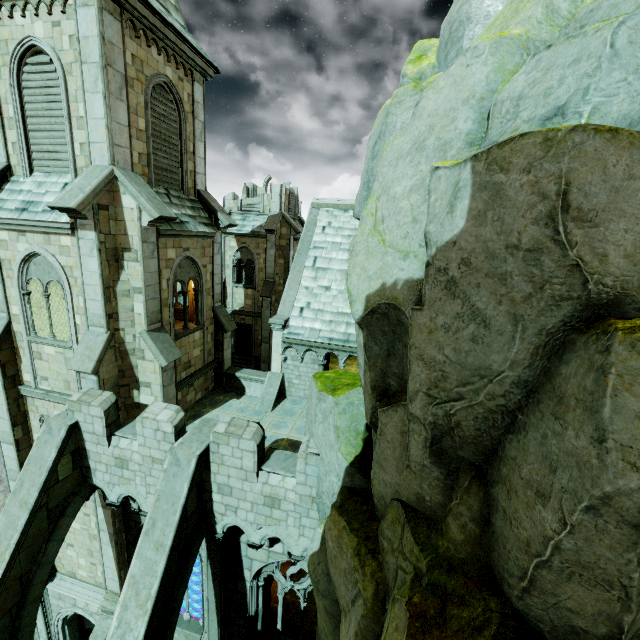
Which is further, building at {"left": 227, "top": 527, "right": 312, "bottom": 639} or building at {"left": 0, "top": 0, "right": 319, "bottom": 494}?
building at {"left": 227, "top": 527, "right": 312, "bottom": 639}

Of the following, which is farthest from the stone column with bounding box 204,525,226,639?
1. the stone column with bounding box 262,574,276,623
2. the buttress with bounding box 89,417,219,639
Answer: the stone column with bounding box 262,574,276,623

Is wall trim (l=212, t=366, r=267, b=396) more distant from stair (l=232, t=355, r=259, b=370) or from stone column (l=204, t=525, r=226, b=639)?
stair (l=232, t=355, r=259, b=370)

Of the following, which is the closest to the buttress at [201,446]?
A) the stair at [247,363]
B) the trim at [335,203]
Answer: the trim at [335,203]

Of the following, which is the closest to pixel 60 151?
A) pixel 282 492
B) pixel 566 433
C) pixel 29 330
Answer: pixel 29 330

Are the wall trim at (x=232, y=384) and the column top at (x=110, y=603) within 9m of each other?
yes

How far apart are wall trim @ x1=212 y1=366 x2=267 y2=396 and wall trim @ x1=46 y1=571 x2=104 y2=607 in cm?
889

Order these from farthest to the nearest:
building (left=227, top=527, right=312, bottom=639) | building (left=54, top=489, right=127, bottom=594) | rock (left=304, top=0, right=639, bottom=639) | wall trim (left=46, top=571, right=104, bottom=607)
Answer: wall trim (left=46, top=571, right=104, bottom=607)
building (left=54, top=489, right=127, bottom=594)
building (left=227, top=527, right=312, bottom=639)
rock (left=304, top=0, right=639, bottom=639)
